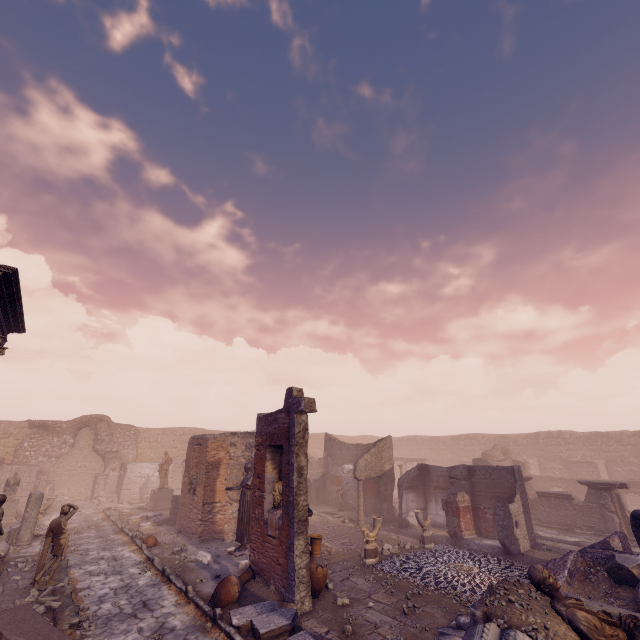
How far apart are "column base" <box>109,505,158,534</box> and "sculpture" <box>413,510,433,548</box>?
12.95m

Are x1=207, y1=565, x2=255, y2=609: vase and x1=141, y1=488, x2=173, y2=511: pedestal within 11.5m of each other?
no

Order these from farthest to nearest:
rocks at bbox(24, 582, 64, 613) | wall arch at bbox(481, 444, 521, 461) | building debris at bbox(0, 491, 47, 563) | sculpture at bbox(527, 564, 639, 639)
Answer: wall arch at bbox(481, 444, 521, 461) < building debris at bbox(0, 491, 47, 563) < rocks at bbox(24, 582, 64, 613) < sculpture at bbox(527, 564, 639, 639)

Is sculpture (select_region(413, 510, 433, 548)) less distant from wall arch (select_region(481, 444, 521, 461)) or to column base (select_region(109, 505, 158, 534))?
column base (select_region(109, 505, 158, 534))

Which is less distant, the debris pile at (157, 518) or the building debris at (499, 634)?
the building debris at (499, 634)

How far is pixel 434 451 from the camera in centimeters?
3888cm

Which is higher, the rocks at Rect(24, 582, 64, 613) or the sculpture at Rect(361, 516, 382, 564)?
the sculpture at Rect(361, 516, 382, 564)

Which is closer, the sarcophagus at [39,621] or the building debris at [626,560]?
the sarcophagus at [39,621]
